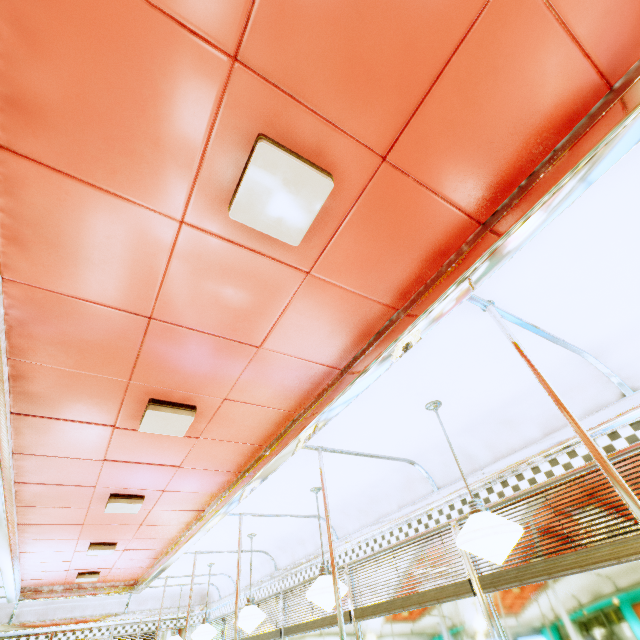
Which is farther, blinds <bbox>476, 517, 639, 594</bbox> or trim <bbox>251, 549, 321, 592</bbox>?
trim <bbox>251, 549, 321, 592</bbox>

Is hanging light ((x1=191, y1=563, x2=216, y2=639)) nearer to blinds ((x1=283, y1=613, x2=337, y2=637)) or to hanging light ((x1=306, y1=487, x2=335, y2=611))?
blinds ((x1=283, y1=613, x2=337, y2=637))

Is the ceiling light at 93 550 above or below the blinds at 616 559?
above

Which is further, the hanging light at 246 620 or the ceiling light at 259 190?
the hanging light at 246 620

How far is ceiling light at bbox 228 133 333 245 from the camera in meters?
1.2

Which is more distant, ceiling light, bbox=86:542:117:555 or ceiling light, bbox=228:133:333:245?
ceiling light, bbox=86:542:117:555

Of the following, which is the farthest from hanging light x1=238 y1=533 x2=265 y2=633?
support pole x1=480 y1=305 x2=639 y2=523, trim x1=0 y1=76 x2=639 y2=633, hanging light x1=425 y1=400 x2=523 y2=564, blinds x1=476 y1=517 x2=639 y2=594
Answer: support pole x1=480 y1=305 x2=639 y2=523

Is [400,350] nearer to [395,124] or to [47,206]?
[395,124]
